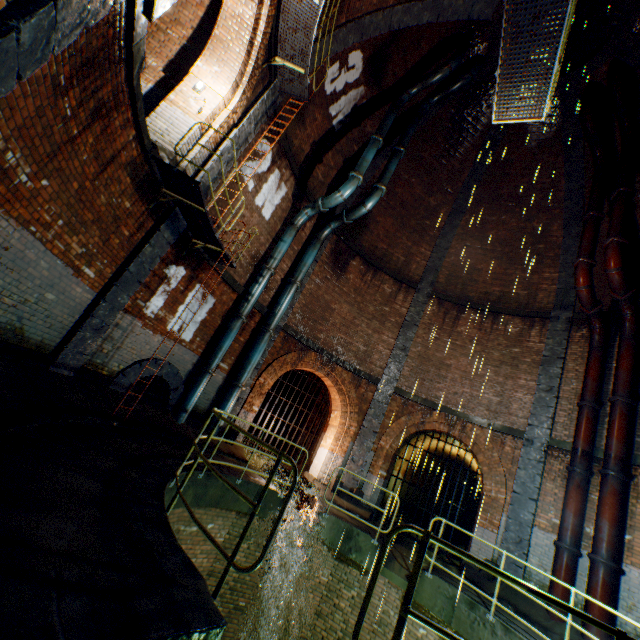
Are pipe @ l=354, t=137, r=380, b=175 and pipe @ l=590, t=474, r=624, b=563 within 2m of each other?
no

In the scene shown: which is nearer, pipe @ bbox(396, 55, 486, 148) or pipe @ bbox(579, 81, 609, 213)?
pipe @ bbox(579, 81, 609, 213)

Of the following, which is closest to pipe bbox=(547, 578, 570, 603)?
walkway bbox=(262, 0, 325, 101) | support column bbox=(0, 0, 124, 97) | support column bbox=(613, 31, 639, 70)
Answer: support column bbox=(613, 31, 639, 70)

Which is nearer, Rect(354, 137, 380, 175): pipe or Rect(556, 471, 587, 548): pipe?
Rect(556, 471, 587, 548): pipe

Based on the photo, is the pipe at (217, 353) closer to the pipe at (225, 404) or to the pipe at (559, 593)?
the pipe at (225, 404)

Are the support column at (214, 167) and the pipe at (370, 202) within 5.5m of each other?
yes

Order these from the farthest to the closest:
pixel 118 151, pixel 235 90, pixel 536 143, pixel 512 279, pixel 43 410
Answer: pixel 512 279 → pixel 536 143 → pixel 235 90 → pixel 118 151 → pixel 43 410

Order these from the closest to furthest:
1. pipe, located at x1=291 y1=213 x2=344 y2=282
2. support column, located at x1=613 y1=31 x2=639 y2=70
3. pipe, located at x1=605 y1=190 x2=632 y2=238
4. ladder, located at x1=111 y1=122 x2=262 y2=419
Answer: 1. ladder, located at x1=111 y1=122 x2=262 y2=419
2. pipe, located at x1=605 y1=190 x2=632 y2=238
3. support column, located at x1=613 y1=31 x2=639 y2=70
4. pipe, located at x1=291 y1=213 x2=344 y2=282
